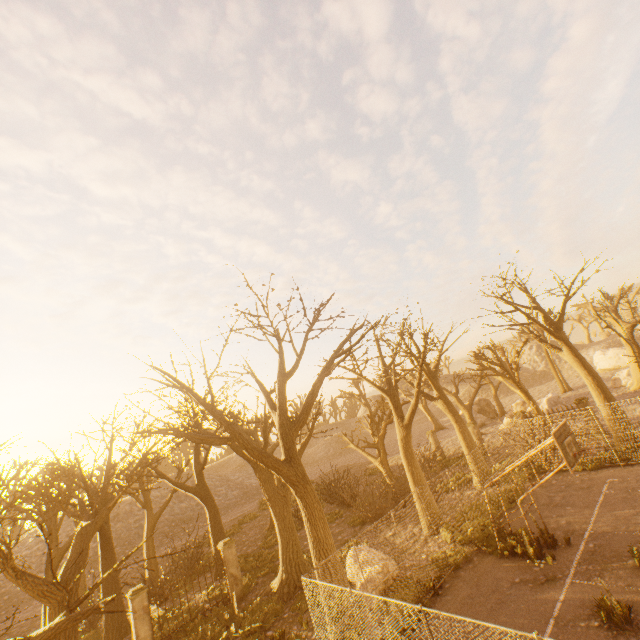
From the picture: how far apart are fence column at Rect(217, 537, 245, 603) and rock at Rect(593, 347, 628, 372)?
53.21m

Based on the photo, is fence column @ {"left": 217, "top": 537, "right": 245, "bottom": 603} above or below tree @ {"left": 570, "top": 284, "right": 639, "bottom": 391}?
below

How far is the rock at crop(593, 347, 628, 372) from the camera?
43.9m

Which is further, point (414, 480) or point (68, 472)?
point (68, 472)

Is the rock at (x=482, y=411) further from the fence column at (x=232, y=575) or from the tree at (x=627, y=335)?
the fence column at (x=232, y=575)

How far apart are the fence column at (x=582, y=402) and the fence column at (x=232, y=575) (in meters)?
22.49

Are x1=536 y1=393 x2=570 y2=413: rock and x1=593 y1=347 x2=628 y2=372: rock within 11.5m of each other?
no

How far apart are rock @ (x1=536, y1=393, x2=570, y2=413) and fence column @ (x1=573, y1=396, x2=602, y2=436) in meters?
7.8 m
